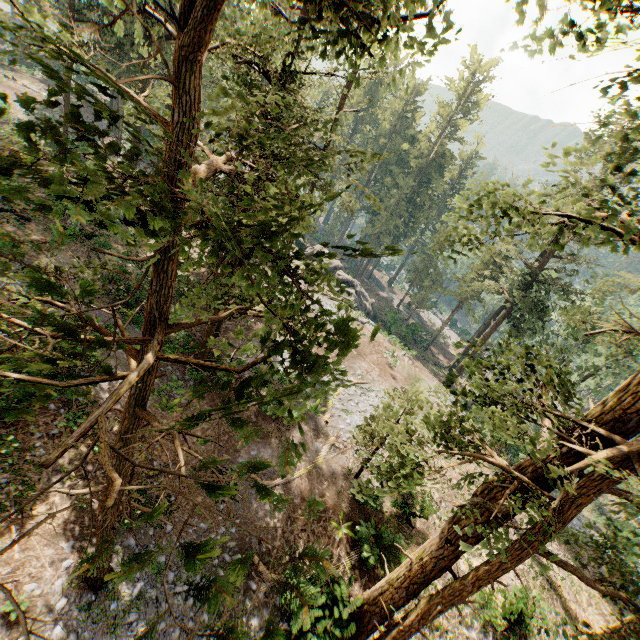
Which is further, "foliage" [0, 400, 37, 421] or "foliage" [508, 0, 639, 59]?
"foliage" [508, 0, 639, 59]

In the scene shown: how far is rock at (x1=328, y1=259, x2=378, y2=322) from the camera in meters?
40.9

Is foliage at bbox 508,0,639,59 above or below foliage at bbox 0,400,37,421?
above

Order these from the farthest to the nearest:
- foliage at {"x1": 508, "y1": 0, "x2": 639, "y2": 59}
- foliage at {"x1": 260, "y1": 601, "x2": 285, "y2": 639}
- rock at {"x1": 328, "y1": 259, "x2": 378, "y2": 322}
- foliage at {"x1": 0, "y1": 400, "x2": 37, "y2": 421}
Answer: rock at {"x1": 328, "y1": 259, "x2": 378, "y2": 322}
foliage at {"x1": 508, "y1": 0, "x2": 639, "y2": 59}
foliage at {"x1": 0, "y1": 400, "x2": 37, "y2": 421}
foliage at {"x1": 260, "y1": 601, "x2": 285, "y2": 639}

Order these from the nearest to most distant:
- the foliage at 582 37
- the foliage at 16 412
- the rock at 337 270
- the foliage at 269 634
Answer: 1. the foliage at 269 634
2. the foliage at 16 412
3. the foliage at 582 37
4. the rock at 337 270

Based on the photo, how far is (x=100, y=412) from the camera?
2.3m

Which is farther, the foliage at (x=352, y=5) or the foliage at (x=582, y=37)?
the foliage at (x=582, y=37)
